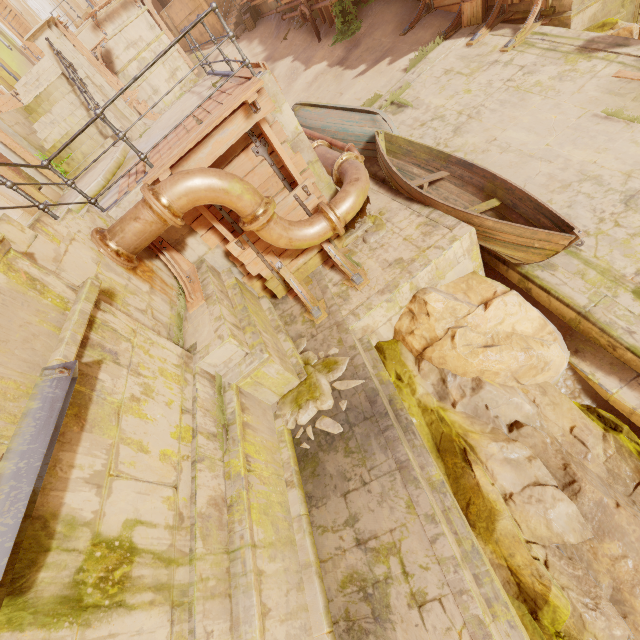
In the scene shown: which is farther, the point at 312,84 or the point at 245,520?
the point at 312,84

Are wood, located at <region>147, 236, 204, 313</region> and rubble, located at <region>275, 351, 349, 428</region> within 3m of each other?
yes

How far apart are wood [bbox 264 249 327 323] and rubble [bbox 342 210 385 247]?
1.0 meters

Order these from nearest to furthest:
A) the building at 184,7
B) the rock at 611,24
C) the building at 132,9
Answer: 1. the rock at 611,24
2. the building at 132,9
3. the building at 184,7

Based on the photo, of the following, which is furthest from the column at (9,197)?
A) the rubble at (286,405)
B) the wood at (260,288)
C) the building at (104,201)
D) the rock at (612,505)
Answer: the rock at (612,505)

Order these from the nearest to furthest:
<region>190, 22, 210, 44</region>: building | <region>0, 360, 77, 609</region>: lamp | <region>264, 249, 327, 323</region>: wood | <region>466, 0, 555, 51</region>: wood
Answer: <region>0, 360, 77, 609</region>: lamp → <region>264, 249, 327, 323</region>: wood → <region>466, 0, 555, 51</region>: wood → <region>190, 22, 210, 44</region>: building

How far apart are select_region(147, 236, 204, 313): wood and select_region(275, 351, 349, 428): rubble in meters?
1.9 m

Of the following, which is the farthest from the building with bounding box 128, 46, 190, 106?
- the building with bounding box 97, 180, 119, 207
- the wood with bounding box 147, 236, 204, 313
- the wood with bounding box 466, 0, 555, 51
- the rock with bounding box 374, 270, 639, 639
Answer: the wood with bounding box 147, 236, 204, 313
